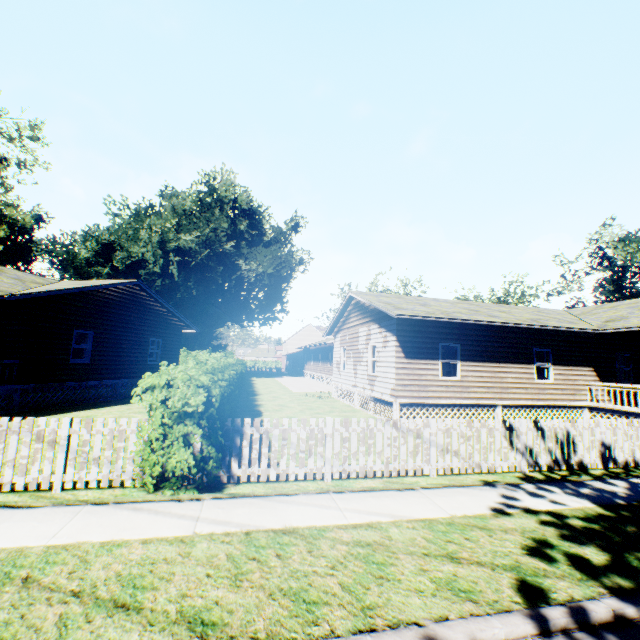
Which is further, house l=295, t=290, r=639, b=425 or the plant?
the plant

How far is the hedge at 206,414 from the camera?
5.6 meters

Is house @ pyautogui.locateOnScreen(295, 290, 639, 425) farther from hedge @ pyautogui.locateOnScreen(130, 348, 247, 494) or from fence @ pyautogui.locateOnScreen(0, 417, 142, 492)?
fence @ pyautogui.locateOnScreen(0, 417, 142, 492)

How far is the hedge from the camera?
5.6m

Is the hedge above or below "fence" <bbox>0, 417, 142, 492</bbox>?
above

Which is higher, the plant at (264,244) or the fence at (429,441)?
the plant at (264,244)

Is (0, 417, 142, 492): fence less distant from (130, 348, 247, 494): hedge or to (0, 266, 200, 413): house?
(130, 348, 247, 494): hedge

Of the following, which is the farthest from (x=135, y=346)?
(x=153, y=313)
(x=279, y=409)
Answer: (x=279, y=409)
